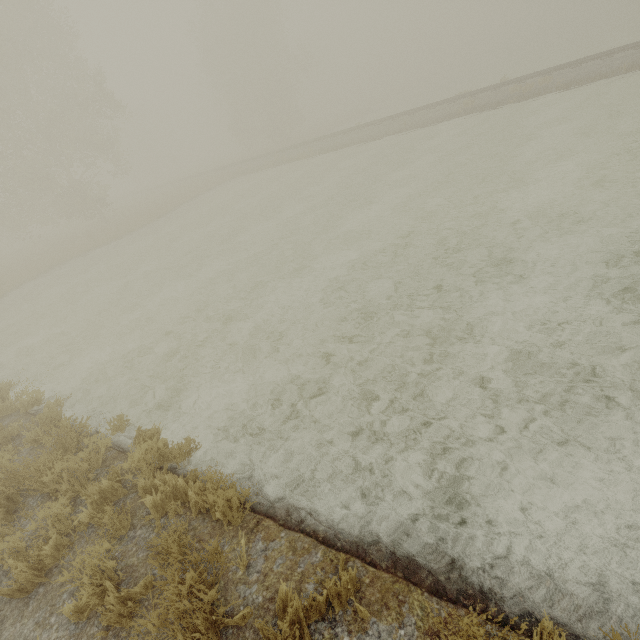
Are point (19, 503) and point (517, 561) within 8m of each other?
yes
